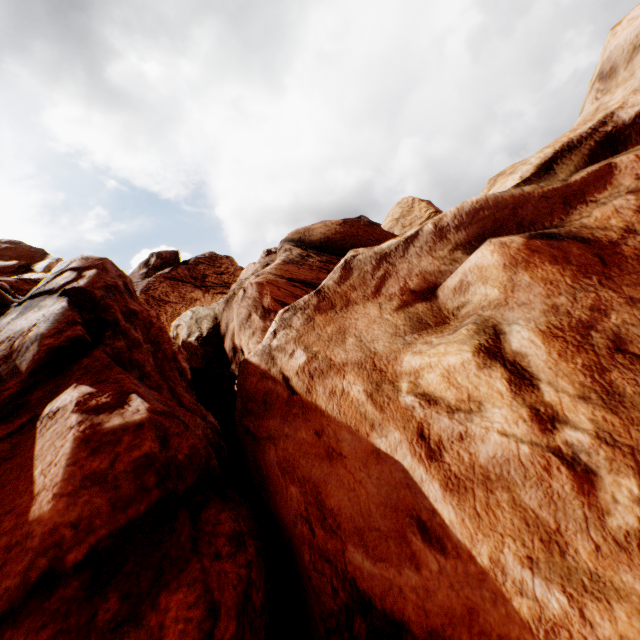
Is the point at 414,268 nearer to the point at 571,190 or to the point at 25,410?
the point at 571,190
